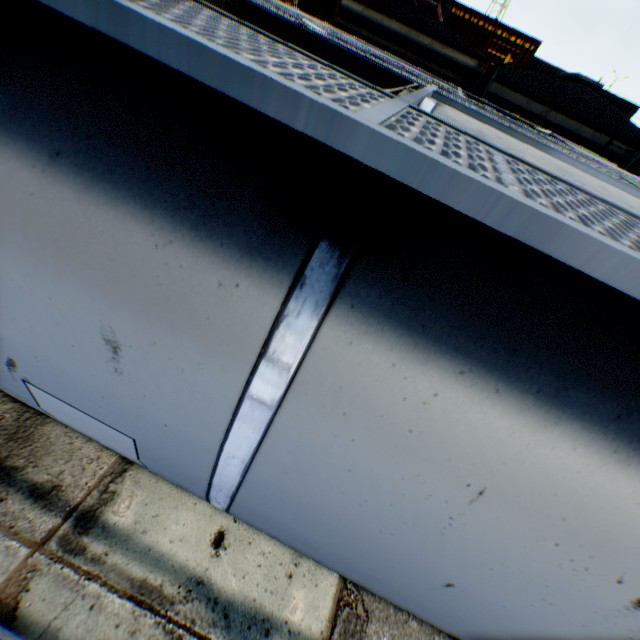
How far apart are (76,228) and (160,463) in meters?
1.1 m

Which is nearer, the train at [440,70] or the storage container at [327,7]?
the train at [440,70]

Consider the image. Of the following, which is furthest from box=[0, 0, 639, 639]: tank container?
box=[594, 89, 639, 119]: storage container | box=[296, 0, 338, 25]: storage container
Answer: box=[594, 89, 639, 119]: storage container

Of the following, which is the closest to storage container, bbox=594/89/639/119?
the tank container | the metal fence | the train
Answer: the train

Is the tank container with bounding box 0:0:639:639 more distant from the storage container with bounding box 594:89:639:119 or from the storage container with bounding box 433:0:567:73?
the storage container with bounding box 594:89:639:119

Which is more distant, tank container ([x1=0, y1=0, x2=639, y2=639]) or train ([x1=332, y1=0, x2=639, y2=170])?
train ([x1=332, y1=0, x2=639, y2=170])

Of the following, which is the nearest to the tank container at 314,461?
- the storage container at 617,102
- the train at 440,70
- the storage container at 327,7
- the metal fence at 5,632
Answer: the metal fence at 5,632

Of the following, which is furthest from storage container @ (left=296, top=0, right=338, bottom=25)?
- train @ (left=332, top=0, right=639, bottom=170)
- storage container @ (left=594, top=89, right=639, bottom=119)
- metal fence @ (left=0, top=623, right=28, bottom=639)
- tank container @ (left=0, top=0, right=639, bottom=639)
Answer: tank container @ (left=0, top=0, right=639, bottom=639)
